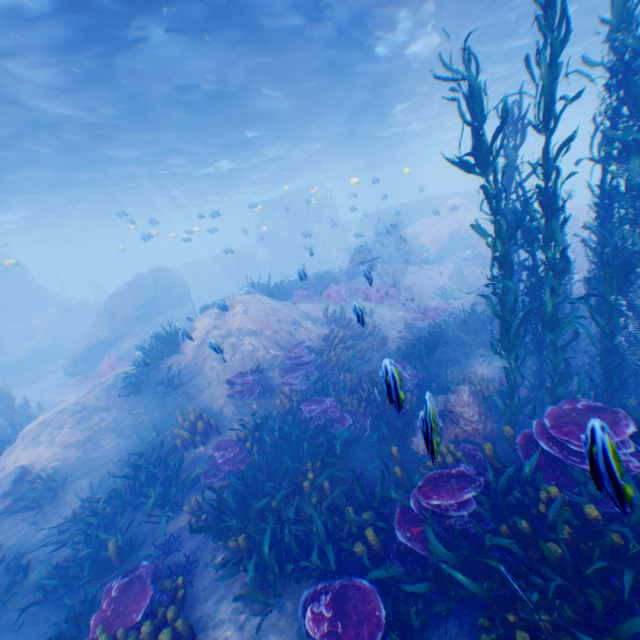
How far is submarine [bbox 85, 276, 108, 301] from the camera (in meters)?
43.56

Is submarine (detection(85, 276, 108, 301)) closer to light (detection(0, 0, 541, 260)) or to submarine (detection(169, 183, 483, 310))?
submarine (detection(169, 183, 483, 310))

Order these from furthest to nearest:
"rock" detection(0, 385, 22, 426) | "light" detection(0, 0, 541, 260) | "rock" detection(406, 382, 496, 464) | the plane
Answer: the plane → "rock" detection(0, 385, 22, 426) → "light" detection(0, 0, 541, 260) → "rock" detection(406, 382, 496, 464)

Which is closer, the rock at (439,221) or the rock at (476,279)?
the rock at (476,279)

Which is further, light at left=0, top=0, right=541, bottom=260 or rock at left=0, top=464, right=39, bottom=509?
light at left=0, top=0, right=541, bottom=260

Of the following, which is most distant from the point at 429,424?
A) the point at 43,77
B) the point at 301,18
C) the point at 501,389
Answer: the point at 43,77

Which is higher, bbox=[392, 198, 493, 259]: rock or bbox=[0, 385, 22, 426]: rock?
bbox=[392, 198, 493, 259]: rock
